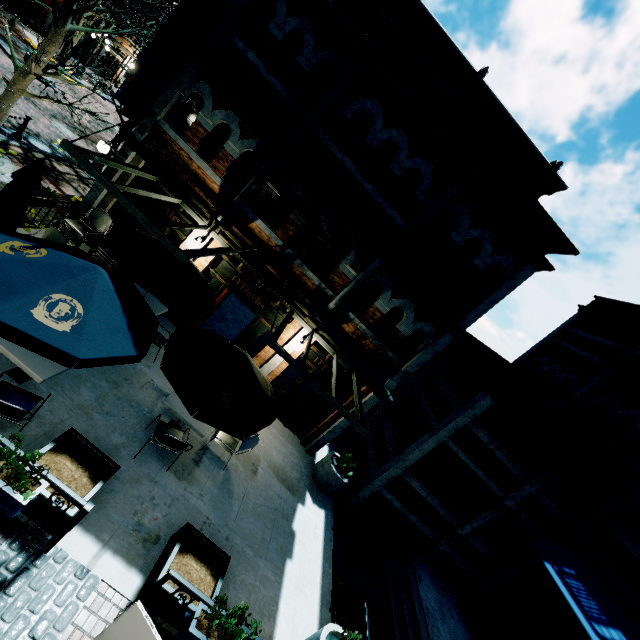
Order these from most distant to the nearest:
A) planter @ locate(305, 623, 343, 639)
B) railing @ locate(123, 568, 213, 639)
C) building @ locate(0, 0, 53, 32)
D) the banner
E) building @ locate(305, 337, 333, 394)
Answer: building @ locate(0, 0, 53, 32), building @ locate(305, 337, 333, 394), the banner, planter @ locate(305, 623, 343, 639), railing @ locate(123, 568, 213, 639)

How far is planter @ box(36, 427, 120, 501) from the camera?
4.5m

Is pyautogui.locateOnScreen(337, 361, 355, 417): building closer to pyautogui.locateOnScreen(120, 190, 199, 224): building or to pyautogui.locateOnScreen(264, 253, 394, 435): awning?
pyautogui.locateOnScreen(120, 190, 199, 224): building

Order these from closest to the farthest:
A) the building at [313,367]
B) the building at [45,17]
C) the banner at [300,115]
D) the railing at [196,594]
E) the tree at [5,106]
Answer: the railing at [196,594] → the banner at [300,115] → the tree at [5,106] → the building at [313,367] → the building at [45,17]

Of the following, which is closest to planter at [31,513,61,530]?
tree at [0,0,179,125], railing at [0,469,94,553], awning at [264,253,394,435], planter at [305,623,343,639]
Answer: railing at [0,469,94,553]

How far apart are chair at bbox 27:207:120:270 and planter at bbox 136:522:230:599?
7.5 meters

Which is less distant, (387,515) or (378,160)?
(378,160)

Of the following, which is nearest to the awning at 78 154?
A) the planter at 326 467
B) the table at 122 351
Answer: the table at 122 351
